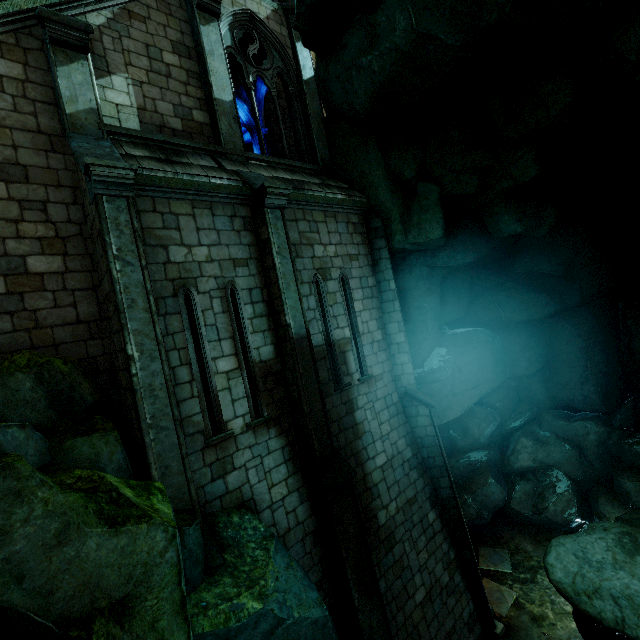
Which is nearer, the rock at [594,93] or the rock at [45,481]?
the rock at [45,481]

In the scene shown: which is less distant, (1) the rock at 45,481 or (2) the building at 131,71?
(1) the rock at 45,481

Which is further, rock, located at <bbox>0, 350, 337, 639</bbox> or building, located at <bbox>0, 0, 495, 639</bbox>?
building, located at <bbox>0, 0, 495, 639</bbox>

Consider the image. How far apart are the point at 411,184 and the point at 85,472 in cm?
987

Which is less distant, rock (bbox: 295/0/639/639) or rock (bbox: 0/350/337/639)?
rock (bbox: 0/350/337/639)
